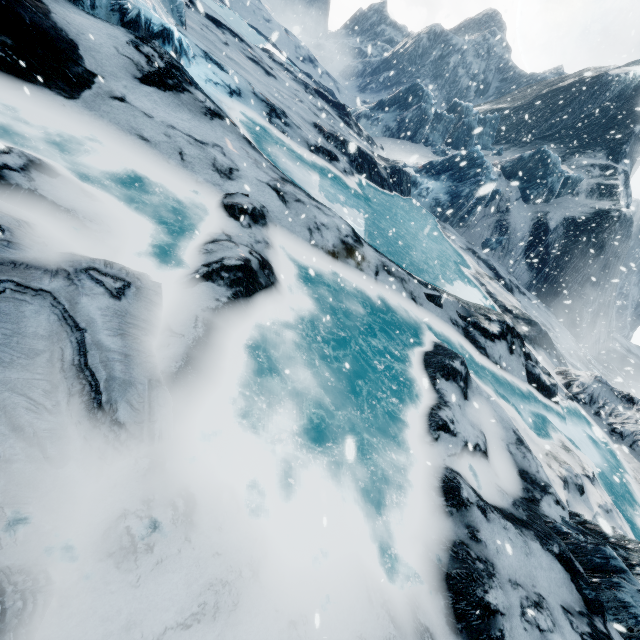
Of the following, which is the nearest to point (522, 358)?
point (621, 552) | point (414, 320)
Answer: point (414, 320)
